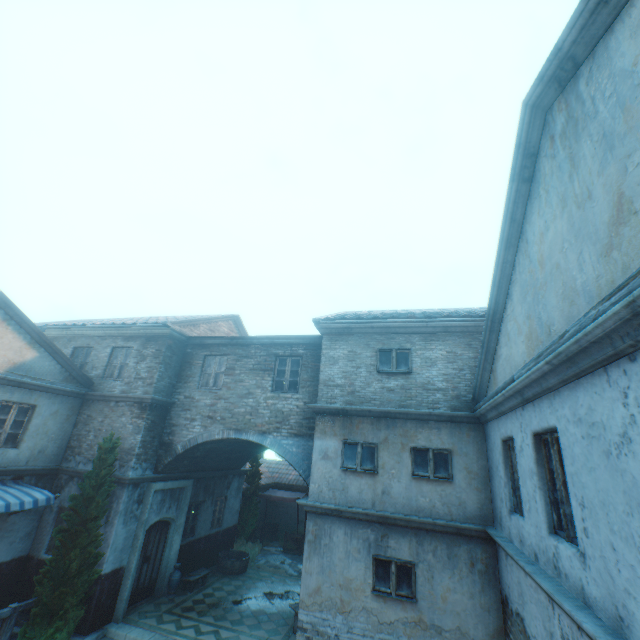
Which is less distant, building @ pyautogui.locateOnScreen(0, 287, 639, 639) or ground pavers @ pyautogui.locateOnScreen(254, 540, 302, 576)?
building @ pyautogui.locateOnScreen(0, 287, 639, 639)

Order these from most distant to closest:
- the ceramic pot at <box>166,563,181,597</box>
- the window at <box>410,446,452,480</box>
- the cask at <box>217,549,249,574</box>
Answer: the cask at <box>217,549,249,574</box> → the ceramic pot at <box>166,563,181,597</box> → the window at <box>410,446,452,480</box>

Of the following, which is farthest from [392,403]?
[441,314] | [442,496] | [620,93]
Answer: [620,93]

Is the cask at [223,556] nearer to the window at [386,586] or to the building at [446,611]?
the building at [446,611]

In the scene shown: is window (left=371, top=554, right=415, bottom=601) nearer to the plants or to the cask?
the cask

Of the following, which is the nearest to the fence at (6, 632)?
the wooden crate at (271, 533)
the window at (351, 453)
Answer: the window at (351, 453)

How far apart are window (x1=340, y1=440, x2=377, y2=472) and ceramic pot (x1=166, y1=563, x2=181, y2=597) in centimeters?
795cm

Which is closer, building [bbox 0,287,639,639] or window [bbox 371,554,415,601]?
building [bbox 0,287,639,639]
